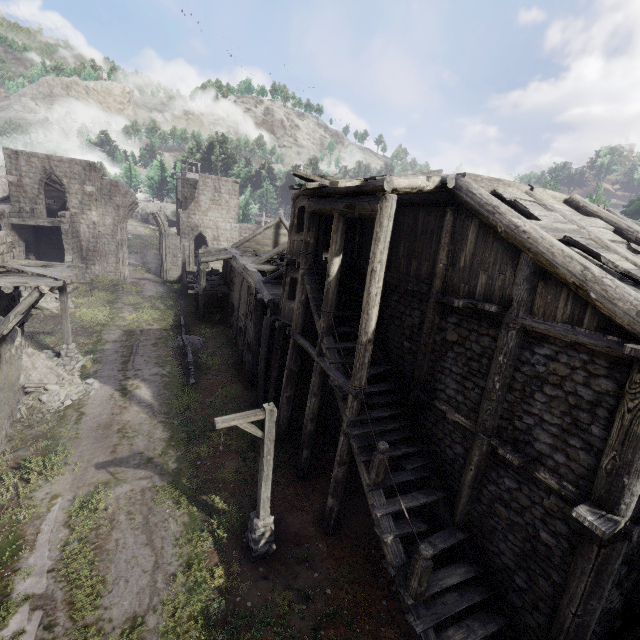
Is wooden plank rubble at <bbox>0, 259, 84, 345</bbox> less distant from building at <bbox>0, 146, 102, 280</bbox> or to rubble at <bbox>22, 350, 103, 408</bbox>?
building at <bbox>0, 146, 102, 280</bbox>

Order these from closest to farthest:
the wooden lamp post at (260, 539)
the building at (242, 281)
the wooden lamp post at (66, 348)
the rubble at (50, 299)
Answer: the building at (242, 281), the wooden lamp post at (260, 539), the wooden lamp post at (66, 348), the rubble at (50, 299)

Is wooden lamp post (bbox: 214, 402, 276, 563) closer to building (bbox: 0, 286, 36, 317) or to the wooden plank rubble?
building (bbox: 0, 286, 36, 317)

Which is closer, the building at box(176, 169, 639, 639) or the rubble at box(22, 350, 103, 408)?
the building at box(176, 169, 639, 639)

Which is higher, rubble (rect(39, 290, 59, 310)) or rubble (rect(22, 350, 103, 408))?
rubble (rect(39, 290, 59, 310))

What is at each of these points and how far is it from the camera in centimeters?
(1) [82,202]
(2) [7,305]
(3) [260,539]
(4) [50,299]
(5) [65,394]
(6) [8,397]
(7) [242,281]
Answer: (1) building, 2894cm
(2) building, 1326cm
(3) wooden lamp post, 919cm
(4) rubble, 2456cm
(5) rubble, 1497cm
(6) building, 1273cm
(7) building, 2108cm

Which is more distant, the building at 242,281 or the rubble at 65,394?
the rubble at 65,394

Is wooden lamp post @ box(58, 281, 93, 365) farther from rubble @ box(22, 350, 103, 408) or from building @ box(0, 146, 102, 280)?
building @ box(0, 146, 102, 280)
